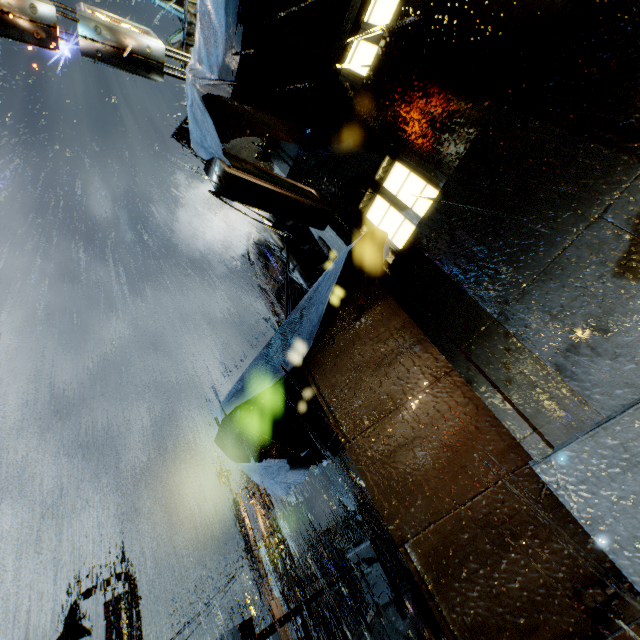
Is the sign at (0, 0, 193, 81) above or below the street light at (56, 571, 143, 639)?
above

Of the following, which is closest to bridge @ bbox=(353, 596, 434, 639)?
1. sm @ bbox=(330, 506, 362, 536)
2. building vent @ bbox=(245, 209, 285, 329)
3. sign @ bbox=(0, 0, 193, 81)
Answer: building vent @ bbox=(245, 209, 285, 329)

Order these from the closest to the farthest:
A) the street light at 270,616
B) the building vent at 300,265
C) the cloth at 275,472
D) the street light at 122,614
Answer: the cloth at 275,472, the building vent at 300,265, the street light at 122,614, the street light at 270,616

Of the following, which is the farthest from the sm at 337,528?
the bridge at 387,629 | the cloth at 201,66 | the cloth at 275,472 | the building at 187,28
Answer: the cloth at 201,66

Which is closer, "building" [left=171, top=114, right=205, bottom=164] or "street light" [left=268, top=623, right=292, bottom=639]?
"street light" [left=268, top=623, right=292, bottom=639]

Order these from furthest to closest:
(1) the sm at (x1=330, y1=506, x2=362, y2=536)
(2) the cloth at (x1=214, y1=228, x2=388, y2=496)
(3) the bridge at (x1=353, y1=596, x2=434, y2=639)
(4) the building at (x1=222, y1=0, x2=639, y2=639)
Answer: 1. (1) the sm at (x1=330, y1=506, x2=362, y2=536)
2. (3) the bridge at (x1=353, y1=596, x2=434, y2=639)
3. (2) the cloth at (x1=214, y1=228, x2=388, y2=496)
4. (4) the building at (x1=222, y1=0, x2=639, y2=639)

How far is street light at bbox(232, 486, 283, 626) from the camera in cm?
1348

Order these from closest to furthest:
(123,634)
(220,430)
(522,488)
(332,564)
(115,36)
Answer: (522,488) < (220,430) < (115,36) < (123,634) < (332,564)
